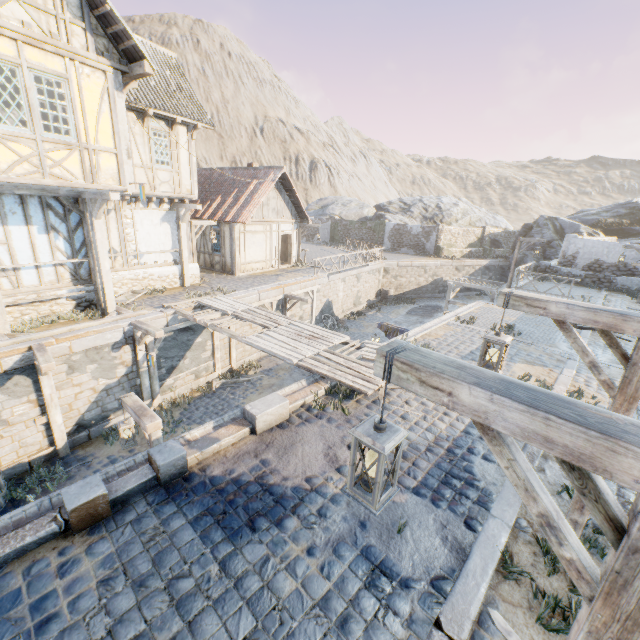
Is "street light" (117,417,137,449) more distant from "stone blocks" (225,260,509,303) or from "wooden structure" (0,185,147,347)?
"stone blocks" (225,260,509,303)

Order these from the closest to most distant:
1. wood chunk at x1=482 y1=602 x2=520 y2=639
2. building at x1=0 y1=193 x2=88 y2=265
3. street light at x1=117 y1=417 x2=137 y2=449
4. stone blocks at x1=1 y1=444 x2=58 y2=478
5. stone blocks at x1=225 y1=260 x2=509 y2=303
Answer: wood chunk at x1=482 y1=602 x2=520 y2=639, street light at x1=117 y1=417 x2=137 y2=449, stone blocks at x1=1 y1=444 x2=58 y2=478, building at x1=0 y1=193 x2=88 y2=265, stone blocks at x1=225 y1=260 x2=509 y2=303

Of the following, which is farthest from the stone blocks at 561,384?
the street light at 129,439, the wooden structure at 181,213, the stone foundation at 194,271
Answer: the street light at 129,439

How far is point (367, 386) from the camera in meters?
6.9 m

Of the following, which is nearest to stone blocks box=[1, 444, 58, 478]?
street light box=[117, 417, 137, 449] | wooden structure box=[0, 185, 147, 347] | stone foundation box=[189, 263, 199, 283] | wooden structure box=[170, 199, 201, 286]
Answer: wooden structure box=[0, 185, 147, 347]

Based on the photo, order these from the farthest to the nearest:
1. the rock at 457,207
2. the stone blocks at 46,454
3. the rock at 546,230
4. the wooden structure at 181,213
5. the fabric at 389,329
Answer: the rock at 457,207, the rock at 546,230, the wooden structure at 181,213, the fabric at 389,329, the stone blocks at 46,454

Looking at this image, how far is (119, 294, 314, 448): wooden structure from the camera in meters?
5.9

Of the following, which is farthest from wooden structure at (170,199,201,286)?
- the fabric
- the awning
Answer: the awning
